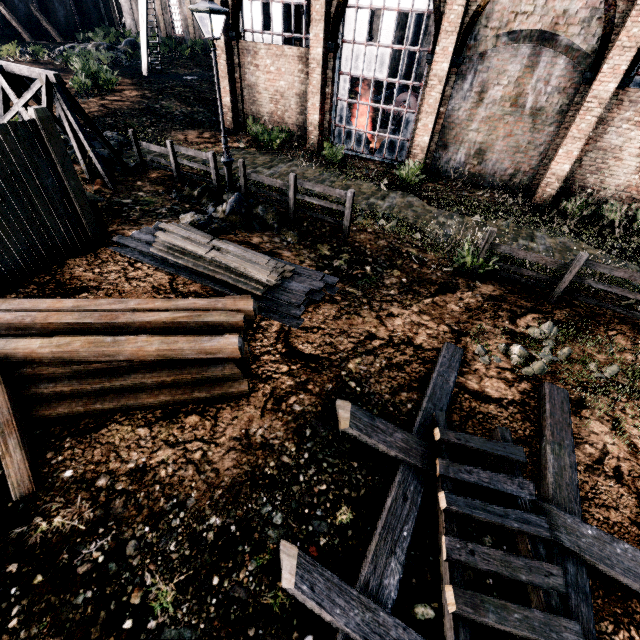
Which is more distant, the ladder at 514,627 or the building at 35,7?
the building at 35,7

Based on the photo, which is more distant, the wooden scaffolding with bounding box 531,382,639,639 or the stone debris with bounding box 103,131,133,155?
the stone debris with bounding box 103,131,133,155

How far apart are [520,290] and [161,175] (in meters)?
14.38

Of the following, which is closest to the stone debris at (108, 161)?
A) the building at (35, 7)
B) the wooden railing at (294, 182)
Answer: the wooden railing at (294, 182)

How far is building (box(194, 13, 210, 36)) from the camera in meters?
37.0

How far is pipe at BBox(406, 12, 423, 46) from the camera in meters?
27.2

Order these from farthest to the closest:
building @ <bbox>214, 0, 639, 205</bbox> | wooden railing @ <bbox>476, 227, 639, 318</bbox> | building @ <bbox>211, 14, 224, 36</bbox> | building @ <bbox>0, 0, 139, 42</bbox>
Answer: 1. building @ <bbox>0, 0, 139, 42</bbox>
2. building @ <bbox>211, 14, 224, 36</bbox>
3. building @ <bbox>214, 0, 639, 205</bbox>
4. wooden railing @ <bbox>476, 227, 639, 318</bbox>

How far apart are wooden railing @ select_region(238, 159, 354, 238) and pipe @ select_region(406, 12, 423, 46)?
27.35m
